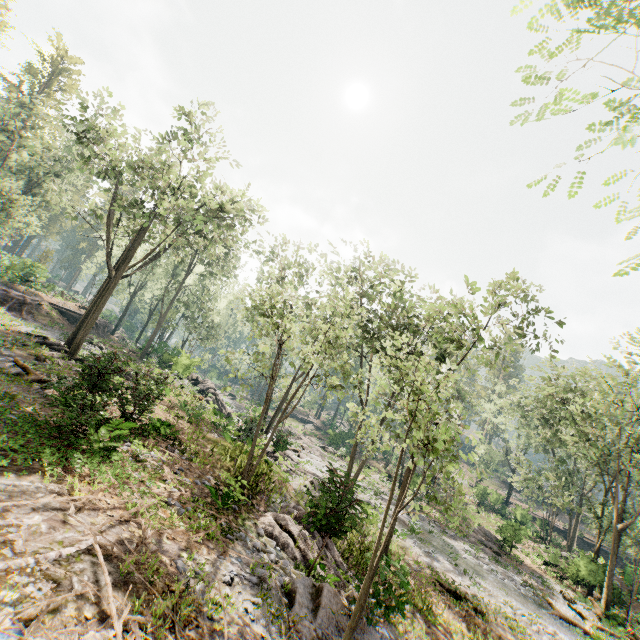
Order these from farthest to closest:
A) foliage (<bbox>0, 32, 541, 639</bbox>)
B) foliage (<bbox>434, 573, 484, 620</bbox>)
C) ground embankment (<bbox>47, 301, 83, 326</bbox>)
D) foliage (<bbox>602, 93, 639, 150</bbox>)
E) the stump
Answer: ground embankment (<bbox>47, 301, 83, 326</bbox>) < foliage (<bbox>434, 573, 484, 620</bbox>) < the stump < foliage (<bbox>0, 32, 541, 639</bbox>) < foliage (<bbox>602, 93, 639, 150</bbox>)

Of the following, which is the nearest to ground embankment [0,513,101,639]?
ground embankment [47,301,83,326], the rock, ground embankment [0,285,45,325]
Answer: ground embankment [0,285,45,325]

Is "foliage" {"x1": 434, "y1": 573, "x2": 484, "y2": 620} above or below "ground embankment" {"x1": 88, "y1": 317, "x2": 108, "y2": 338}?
below

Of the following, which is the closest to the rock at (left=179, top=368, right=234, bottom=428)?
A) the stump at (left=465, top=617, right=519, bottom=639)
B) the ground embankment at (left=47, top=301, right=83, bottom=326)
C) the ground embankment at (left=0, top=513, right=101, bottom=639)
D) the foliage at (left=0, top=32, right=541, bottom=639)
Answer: the foliage at (left=0, top=32, right=541, bottom=639)

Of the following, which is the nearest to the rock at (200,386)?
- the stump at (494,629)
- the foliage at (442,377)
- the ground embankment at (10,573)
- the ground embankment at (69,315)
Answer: the foliage at (442,377)

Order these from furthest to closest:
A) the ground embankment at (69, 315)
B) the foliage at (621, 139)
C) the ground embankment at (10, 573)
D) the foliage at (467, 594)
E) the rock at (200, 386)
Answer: the ground embankment at (69, 315) → the rock at (200, 386) → the foliage at (467, 594) → the ground embankment at (10, 573) → the foliage at (621, 139)

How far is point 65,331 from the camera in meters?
27.6

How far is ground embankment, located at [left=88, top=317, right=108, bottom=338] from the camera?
39.6m
